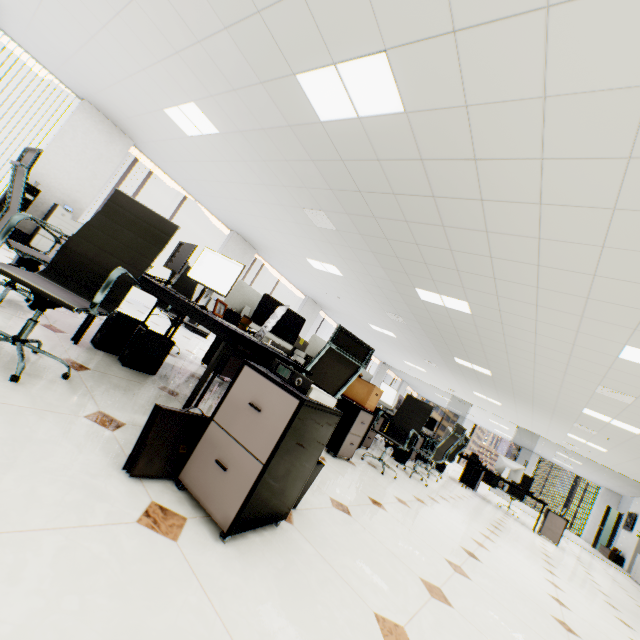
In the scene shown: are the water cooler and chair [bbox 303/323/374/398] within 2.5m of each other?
no

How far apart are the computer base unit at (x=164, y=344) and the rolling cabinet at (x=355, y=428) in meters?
1.5

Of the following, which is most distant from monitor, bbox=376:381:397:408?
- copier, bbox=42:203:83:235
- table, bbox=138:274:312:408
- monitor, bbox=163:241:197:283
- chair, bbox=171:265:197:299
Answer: copier, bbox=42:203:83:235

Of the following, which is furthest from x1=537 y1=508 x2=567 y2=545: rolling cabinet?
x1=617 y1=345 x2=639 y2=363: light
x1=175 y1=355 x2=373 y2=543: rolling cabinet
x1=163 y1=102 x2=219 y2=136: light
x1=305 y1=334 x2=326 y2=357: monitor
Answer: x1=163 y1=102 x2=219 y2=136: light

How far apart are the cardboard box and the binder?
2.2 meters

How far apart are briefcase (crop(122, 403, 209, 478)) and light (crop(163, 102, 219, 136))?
4.4m

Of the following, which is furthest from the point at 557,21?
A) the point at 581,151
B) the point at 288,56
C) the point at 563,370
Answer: the point at 563,370

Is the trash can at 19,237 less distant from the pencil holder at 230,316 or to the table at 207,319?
the table at 207,319
